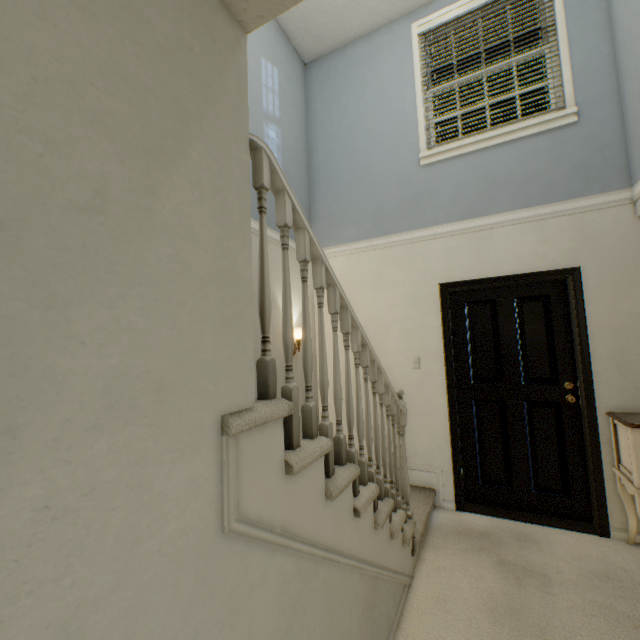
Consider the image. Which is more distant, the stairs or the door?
the door

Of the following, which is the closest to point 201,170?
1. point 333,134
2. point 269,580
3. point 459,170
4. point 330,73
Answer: point 269,580

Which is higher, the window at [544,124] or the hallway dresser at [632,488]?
the window at [544,124]

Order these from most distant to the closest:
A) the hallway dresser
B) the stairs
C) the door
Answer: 1. the door
2. the hallway dresser
3. the stairs

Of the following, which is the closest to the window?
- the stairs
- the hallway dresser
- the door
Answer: the stairs

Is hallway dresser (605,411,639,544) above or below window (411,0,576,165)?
below

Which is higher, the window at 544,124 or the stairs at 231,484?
the window at 544,124

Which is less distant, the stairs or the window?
the stairs
